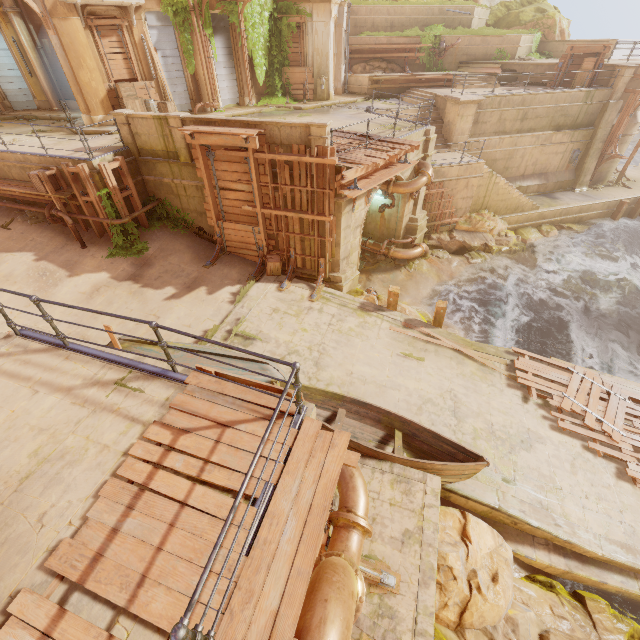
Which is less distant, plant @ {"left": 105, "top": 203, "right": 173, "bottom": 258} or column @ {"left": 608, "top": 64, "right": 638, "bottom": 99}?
plant @ {"left": 105, "top": 203, "right": 173, "bottom": 258}

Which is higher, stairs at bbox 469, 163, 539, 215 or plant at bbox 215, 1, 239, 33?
plant at bbox 215, 1, 239, 33

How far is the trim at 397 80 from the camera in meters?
20.6 m

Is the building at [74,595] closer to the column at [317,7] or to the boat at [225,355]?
the column at [317,7]

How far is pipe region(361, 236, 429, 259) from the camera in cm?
1681

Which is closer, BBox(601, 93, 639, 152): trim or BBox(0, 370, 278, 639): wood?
BBox(0, 370, 278, 639): wood

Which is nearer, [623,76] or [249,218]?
[249,218]

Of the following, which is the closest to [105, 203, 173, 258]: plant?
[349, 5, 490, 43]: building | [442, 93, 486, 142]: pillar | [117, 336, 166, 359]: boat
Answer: [349, 5, 490, 43]: building
